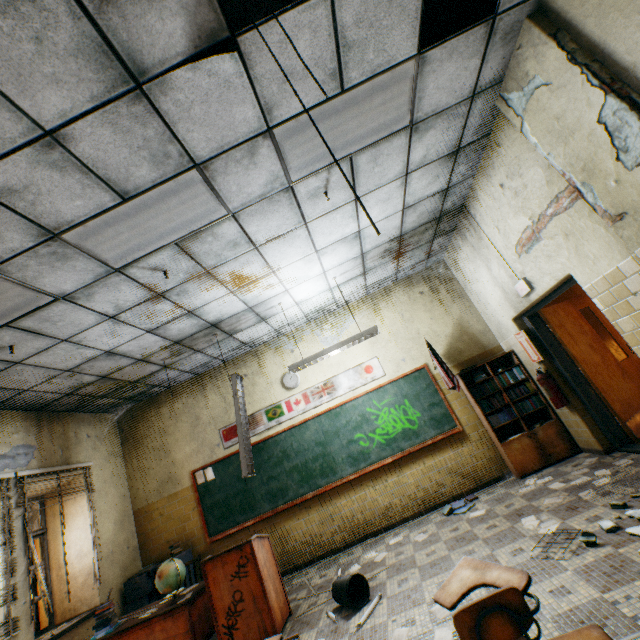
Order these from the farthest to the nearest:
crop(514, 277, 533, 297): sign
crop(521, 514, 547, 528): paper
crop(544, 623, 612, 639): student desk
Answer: crop(514, 277, 533, 297): sign
crop(521, 514, 547, 528): paper
crop(544, 623, 612, 639): student desk

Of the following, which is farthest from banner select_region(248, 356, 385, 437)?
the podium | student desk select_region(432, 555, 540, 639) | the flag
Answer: student desk select_region(432, 555, 540, 639)

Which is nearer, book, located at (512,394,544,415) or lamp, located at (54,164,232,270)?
lamp, located at (54,164,232,270)

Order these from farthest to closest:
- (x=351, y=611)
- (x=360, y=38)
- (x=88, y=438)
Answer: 1. (x=88, y=438)
2. (x=351, y=611)
3. (x=360, y=38)

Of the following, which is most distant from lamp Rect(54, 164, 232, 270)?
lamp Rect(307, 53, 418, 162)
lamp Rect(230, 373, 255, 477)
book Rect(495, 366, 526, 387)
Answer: book Rect(495, 366, 526, 387)

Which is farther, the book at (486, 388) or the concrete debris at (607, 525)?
the book at (486, 388)

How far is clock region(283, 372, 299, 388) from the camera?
6.4 meters

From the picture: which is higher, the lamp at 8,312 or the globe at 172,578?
the lamp at 8,312
